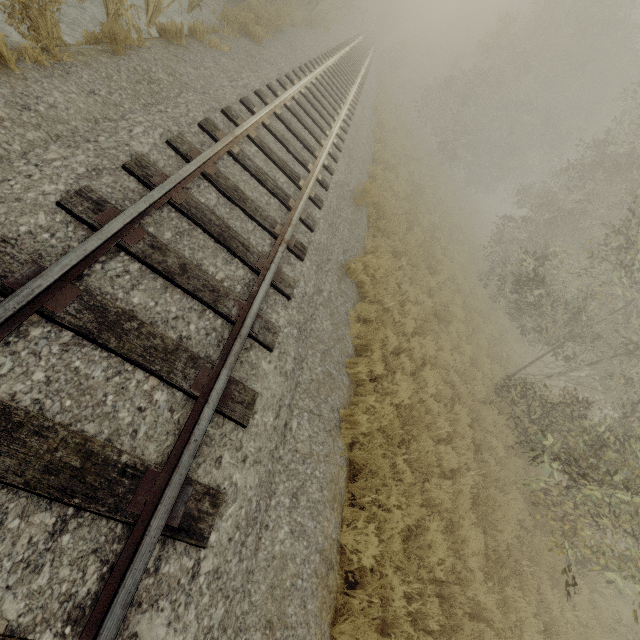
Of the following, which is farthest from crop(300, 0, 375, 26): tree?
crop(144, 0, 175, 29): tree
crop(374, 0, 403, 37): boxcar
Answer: crop(374, 0, 403, 37): boxcar

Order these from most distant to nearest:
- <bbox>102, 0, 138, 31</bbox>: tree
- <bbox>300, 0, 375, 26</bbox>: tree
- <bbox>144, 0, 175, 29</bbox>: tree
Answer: <bbox>300, 0, 375, 26</bbox>: tree → <bbox>144, 0, 175, 29</bbox>: tree → <bbox>102, 0, 138, 31</bbox>: tree

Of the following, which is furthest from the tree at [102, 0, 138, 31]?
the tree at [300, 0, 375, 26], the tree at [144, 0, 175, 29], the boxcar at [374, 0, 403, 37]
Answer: the boxcar at [374, 0, 403, 37]

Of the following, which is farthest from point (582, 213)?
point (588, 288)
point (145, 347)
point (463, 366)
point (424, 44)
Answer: point (424, 44)

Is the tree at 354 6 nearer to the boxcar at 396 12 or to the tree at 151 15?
the tree at 151 15

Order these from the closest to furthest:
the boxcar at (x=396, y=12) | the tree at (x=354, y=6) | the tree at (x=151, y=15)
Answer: the tree at (x=151, y=15), the tree at (x=354, y=6), the boxcar at (x=396, y=12)

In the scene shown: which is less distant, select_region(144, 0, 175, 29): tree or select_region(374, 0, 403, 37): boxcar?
select_region(144, 0, 175, 29): tree

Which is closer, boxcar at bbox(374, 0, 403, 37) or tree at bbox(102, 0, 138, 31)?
tree at bbox(102, 0, 138, 31)
